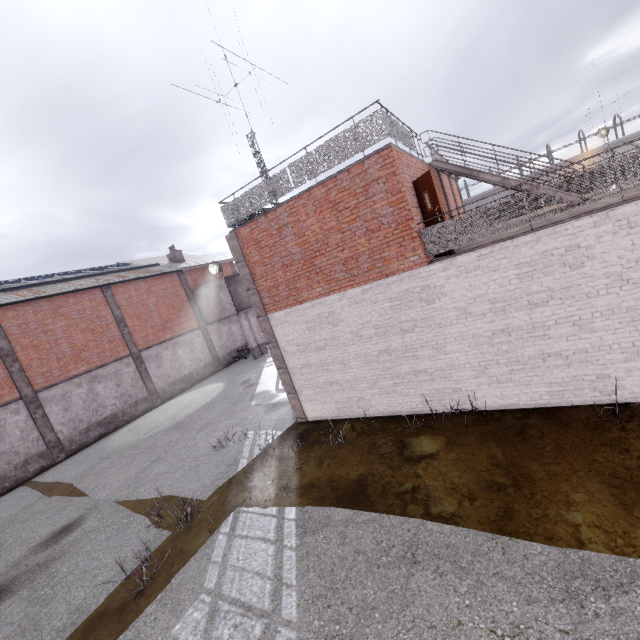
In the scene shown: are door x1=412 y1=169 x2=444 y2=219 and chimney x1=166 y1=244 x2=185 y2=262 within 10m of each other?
no

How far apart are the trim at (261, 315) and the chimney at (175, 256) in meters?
20.2 m

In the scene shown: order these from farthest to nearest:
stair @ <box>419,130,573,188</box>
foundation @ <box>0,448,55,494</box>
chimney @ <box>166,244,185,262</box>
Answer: chimney @ <box>166,244,185,262</box> < foundation @ <box>0,448,55,494</box> < stair @ <box>419,130,573,188</box>

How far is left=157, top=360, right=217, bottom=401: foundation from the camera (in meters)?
23.27

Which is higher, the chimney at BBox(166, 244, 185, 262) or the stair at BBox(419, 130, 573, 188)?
the chimney at BBox(166, 244, 185, 262)

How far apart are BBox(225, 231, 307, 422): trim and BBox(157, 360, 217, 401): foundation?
15.26m

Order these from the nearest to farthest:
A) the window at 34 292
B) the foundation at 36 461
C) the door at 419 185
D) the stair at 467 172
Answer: the door at 419 185
the stair at 467 172
the foundation at 36 461
the window at 34 292

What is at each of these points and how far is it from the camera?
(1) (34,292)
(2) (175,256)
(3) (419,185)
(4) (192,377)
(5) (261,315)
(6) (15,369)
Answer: (1) window, 18.6m
(2) chimney, 28.8m
(3) door, 8.4m
(4) foundation, 25.3m
(5) trim, 11.2m
(6) column, 17.0m
